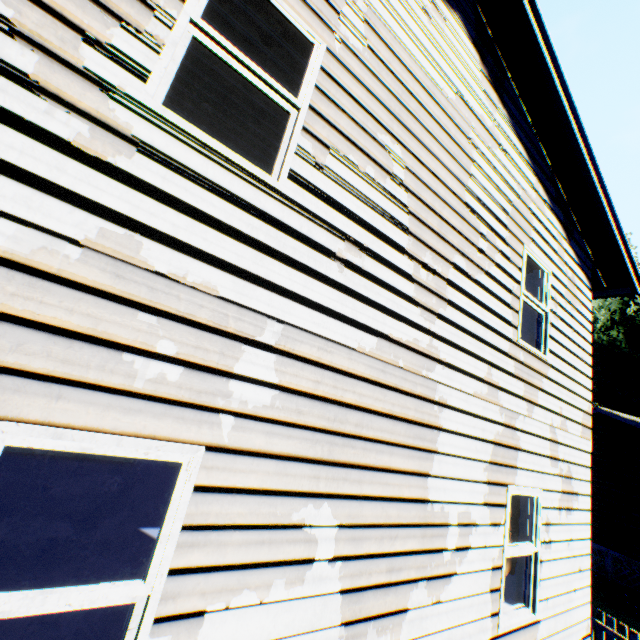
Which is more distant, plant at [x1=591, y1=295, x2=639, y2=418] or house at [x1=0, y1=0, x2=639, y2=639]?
plant at [x1=591, y1=295, x2=639, y2=418]

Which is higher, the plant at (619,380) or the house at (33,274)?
the plant at (619,380)

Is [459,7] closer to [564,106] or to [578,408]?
[564,106]

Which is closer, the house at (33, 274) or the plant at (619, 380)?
the house at (33, 274)

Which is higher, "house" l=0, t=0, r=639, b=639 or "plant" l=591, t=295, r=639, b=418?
"plant" l=591, t=295, r=639, b=418
